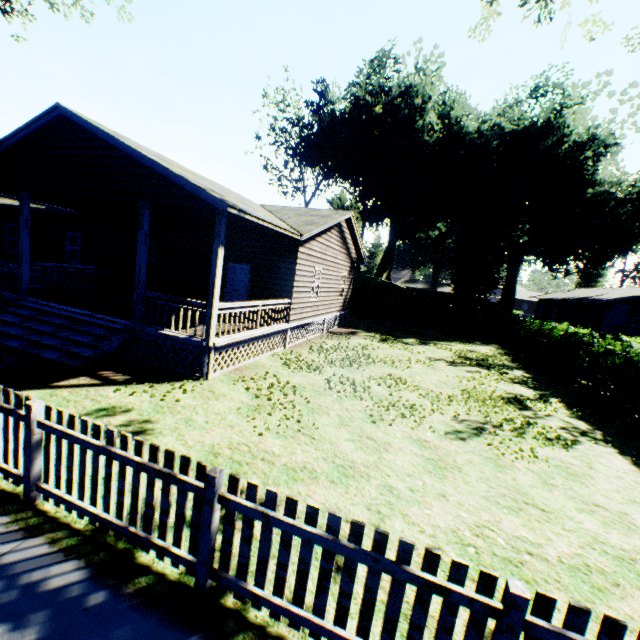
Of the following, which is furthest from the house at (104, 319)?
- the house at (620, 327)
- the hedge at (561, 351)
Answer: the house at (620, 327)

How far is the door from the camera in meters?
13.6 m

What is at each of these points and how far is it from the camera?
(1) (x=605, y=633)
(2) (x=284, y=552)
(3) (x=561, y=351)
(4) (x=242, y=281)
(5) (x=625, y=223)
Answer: (1) fence, 2.10m
(2) fence, 2.84m
(3) hedge, 15.39m
(4) door, 13.63m
(5) plant, 31.20m

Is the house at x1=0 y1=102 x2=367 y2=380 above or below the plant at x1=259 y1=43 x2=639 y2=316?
below

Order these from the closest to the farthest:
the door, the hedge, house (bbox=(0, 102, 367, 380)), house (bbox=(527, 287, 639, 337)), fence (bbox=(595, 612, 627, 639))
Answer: fence (bbox=(595, 612, 627, 639)) → house (bbox=(0, 102, 367, 380)) → the hedge → the door → house (bbox=(527, 287, 639, 337))

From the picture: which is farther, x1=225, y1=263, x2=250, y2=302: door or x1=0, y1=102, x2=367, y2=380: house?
x1=225, y1=263, x2=250, y2=302: door

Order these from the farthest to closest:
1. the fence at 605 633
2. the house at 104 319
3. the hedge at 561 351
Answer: the hedge at 561 351, the house at 104 319, the fence at 605 633

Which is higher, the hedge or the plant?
the plant
